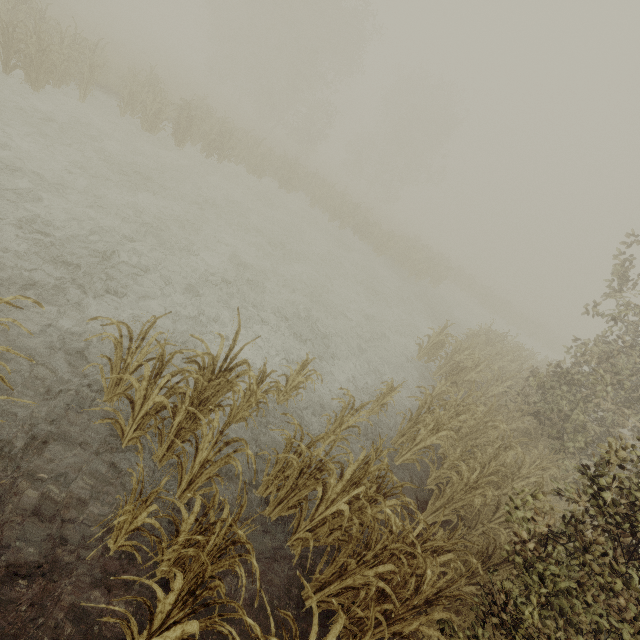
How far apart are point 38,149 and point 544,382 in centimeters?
Answer: 1404cm
